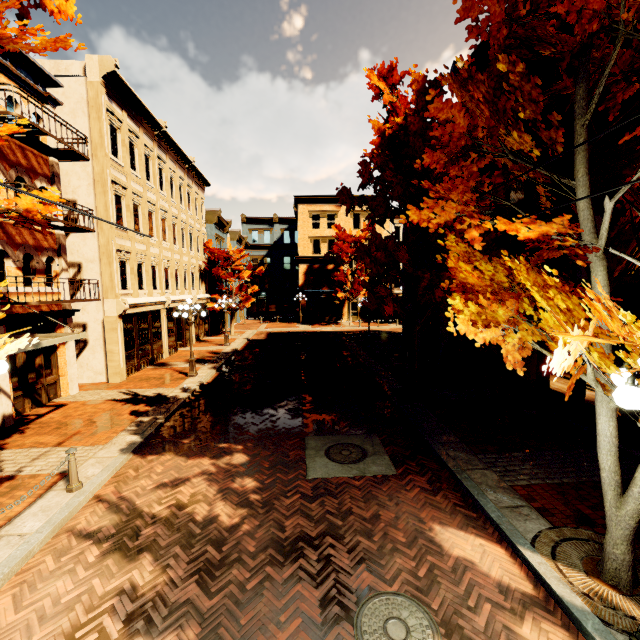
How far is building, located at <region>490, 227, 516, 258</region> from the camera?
12.6 meters

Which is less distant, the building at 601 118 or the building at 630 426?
the building at 630 426

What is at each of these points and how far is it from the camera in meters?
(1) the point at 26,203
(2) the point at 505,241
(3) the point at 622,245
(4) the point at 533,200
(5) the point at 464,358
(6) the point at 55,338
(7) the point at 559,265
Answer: (1) tree, 5.2
(2) building, 12.8
(3) building, 8.2
(4) building, 10.9
(5) building, 15.9
(6) awning, 8.2
(7) building, 10.1

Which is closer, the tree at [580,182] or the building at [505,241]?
the tree at [580,182]

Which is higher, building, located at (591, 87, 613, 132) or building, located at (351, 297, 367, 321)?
building, located at (591, 87, 613, 132)

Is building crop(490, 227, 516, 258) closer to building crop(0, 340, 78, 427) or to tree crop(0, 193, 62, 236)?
tree crop(0, 193, 62, 236)

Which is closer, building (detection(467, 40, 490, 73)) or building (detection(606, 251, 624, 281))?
building (detection(606, 251, 624, 281))

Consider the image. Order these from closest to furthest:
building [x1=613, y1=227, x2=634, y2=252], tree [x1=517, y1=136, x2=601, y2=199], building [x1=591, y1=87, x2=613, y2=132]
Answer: tree [x1=517, y1=136, x2=601, y2=199] → building [x1=613, y1=227, x2=634, y2=252] → building [x1=591, y1=87, x2=613, y2=132]
